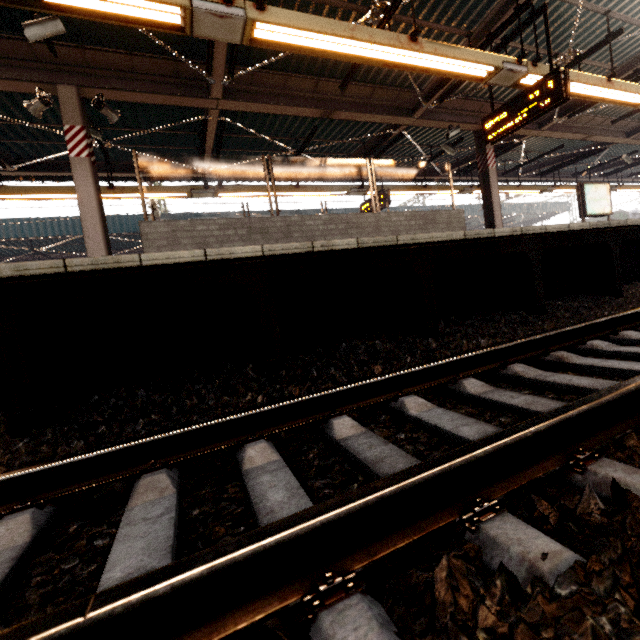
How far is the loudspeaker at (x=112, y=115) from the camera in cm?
566

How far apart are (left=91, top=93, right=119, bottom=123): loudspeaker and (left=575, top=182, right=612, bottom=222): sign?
13.20m

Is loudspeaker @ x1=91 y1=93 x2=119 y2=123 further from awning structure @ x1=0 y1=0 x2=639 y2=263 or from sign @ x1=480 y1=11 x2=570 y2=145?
sign @ x1=480 y1=11 x2=570 y2=145

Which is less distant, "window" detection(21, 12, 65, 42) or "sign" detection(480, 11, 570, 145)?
"window" detection(21, 12, 65, 42)

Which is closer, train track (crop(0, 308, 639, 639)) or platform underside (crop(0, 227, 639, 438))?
train track (crop(0, 308, 639, 639))

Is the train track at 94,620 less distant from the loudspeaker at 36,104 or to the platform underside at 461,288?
the platform underside at 461,288

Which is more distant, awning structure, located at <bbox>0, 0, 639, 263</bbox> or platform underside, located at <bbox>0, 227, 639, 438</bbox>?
awning structure, located at <bbox>0, 0, 639, 263</bbox>

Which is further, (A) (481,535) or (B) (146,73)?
(B) (146,73)
